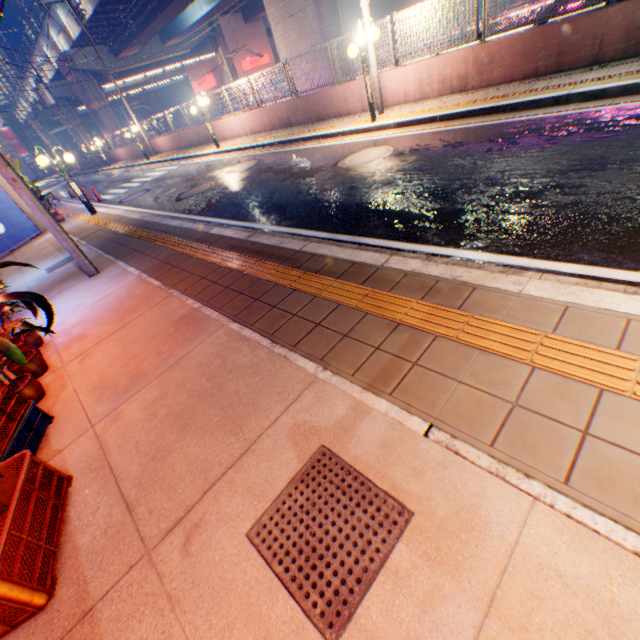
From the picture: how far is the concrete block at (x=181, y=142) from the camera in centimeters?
1939cm

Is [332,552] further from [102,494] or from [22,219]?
[22,219]

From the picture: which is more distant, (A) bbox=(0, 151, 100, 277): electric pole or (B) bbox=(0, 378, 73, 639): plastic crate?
(A) bbox=(0, 151, 100, 277): electric pole

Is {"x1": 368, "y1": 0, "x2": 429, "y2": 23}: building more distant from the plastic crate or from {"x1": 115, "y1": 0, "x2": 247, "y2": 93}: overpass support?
the plastic crate

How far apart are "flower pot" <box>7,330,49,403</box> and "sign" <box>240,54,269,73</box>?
48.73m

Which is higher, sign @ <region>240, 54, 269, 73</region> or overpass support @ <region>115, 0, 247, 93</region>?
overpass support @ <region>115, 0, 247, 93</region>

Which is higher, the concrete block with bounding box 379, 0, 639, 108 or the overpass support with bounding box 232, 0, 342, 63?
the overpass support with bounding box 232, 0, 342, 63

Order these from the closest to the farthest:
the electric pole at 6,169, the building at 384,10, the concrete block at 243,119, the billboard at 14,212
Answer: the electric pole at 6,169 → the billboard at 14,212 → the concrete block at 243,119 → the building at 384,10
